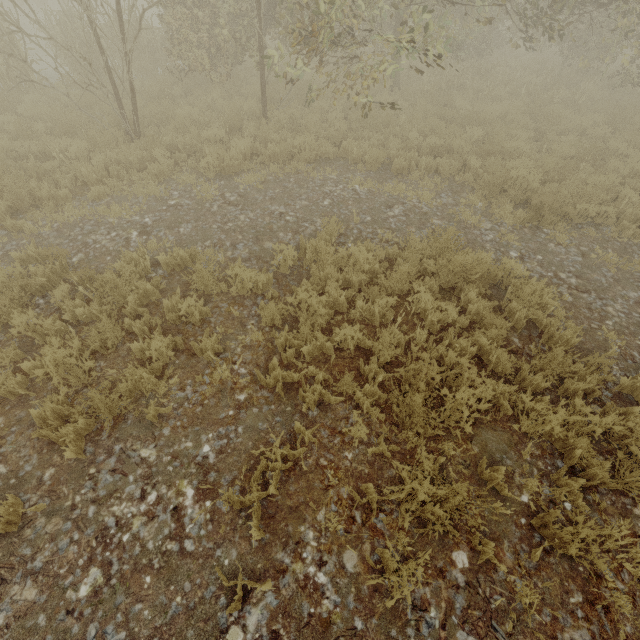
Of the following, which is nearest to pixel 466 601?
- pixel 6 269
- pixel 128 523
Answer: pixel 128 523
